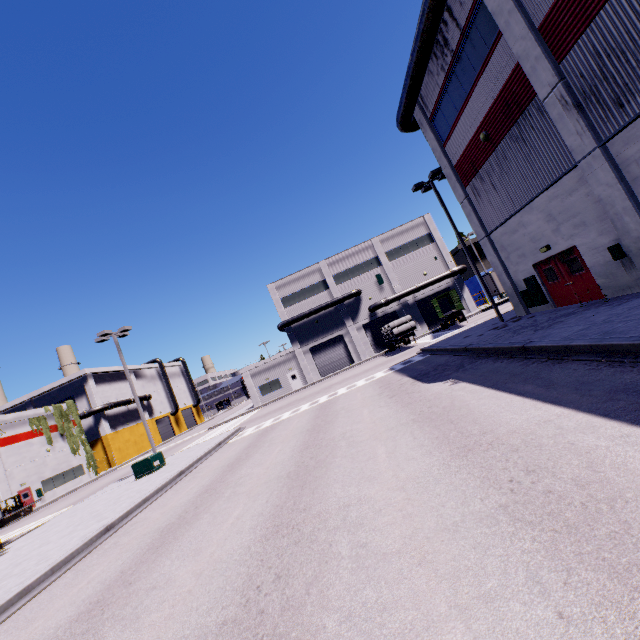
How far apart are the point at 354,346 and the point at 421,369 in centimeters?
2737cm

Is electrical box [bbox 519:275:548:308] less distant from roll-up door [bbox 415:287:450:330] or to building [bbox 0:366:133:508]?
building [bbox 0:366:133:508]

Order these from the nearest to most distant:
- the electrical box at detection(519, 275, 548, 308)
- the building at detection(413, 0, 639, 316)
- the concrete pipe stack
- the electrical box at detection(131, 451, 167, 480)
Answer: the building at detection(413, 0, 639, 316) → the electrical box at detection(519, 275, 548, 308) → the electrical box at detection(131, 451, 167, 480) → the concrete pipe stack

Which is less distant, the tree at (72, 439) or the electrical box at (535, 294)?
the electrical box at (535, 294)

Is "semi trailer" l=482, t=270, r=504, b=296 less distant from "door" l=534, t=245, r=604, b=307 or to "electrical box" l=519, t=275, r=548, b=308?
"electrical box" l=519, t=275, r=548, b=308

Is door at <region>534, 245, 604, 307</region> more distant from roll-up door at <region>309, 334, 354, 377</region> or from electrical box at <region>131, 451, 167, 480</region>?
electrical box at <region>131, 451, 167, 480</region>

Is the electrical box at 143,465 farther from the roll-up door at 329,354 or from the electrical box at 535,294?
the electrical box at 535,294

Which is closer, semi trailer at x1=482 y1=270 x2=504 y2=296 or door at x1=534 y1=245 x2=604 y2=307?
door at x1=534 y1=245 x2=604 y2=307
